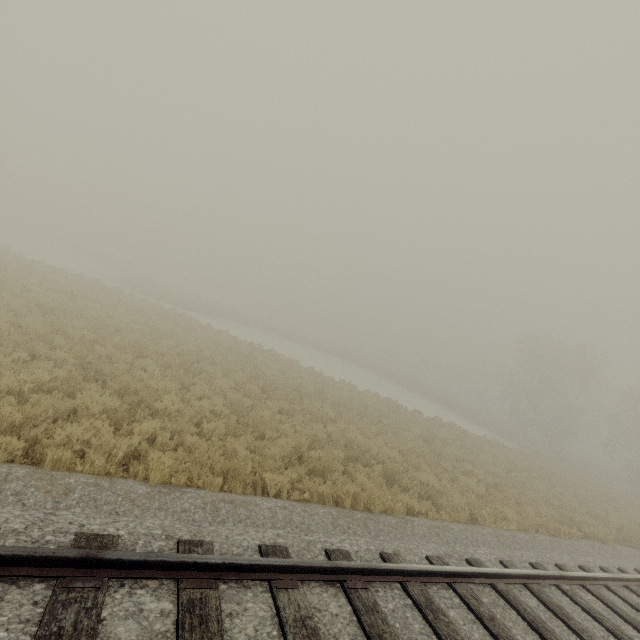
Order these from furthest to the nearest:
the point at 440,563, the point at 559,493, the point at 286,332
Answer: the point at 286,332
the point at 559,493
the point at 440,563
